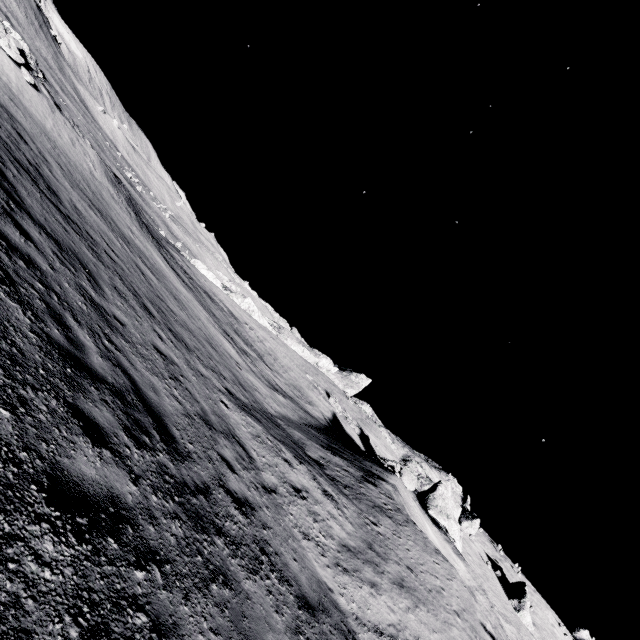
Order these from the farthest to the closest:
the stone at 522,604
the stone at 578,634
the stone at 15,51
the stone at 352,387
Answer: the stone at 578,634 < the stone at 522,604 < the stone at 352,387 < the stone at 15,51

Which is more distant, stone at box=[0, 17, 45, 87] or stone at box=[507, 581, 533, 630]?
stone at box=[507, 581, 533, 630]

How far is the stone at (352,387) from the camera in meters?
25.0 m

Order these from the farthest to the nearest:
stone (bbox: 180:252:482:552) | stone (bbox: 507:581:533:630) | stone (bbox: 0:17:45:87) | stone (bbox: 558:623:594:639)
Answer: stone (bbox: 558:623:594:639) → stone (bbox: 507:581:533:630) → stone (bbox: 180:252:482:552) → stone (bbox: 0:17:45:87)

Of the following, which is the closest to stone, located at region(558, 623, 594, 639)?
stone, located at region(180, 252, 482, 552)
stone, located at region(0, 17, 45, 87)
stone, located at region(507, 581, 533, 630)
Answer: stone, located at region(507, 581, 533, 630)

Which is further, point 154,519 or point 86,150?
point 86,150

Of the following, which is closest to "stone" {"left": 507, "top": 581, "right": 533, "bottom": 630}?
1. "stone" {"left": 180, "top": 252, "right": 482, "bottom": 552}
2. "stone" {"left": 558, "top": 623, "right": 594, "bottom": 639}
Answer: "stone" {"left": 180, "top": 252, "right": 482, "bottom": 552}
